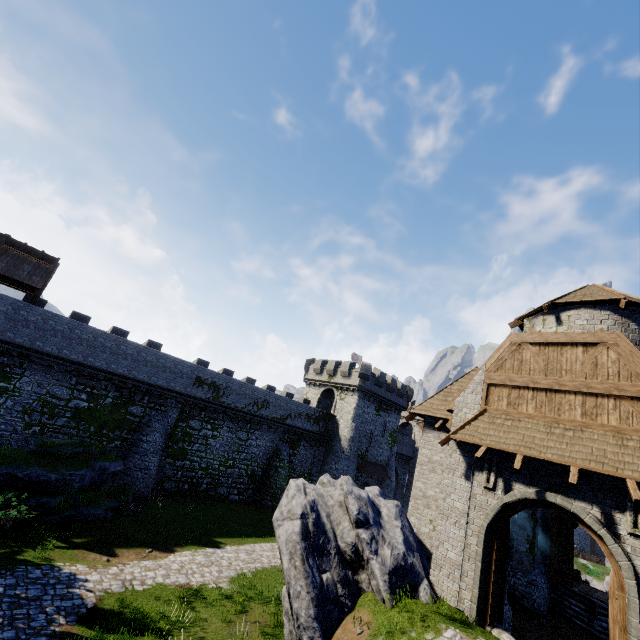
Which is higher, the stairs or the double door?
the double door

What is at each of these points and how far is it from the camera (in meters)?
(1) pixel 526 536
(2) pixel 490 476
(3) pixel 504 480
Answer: (1) building, 15.56
(2) window slit, 10.54
(3) double door, 10.29

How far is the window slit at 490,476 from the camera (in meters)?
10.40

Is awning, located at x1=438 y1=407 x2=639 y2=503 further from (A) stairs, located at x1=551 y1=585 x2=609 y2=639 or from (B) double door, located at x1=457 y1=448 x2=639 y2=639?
(A) stairs, located at x1=551 y1=585 x2=609 y2=639

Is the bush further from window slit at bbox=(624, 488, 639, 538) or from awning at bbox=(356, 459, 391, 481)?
awning at bbox=(356, 459, 391, 481)

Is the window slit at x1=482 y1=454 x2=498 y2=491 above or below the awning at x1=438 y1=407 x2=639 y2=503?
below

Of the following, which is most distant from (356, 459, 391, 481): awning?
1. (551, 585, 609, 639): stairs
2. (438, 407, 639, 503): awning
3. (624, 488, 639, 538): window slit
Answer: (624, 488, 639, 538): window slit

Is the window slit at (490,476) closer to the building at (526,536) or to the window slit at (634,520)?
the building at (526,536)
